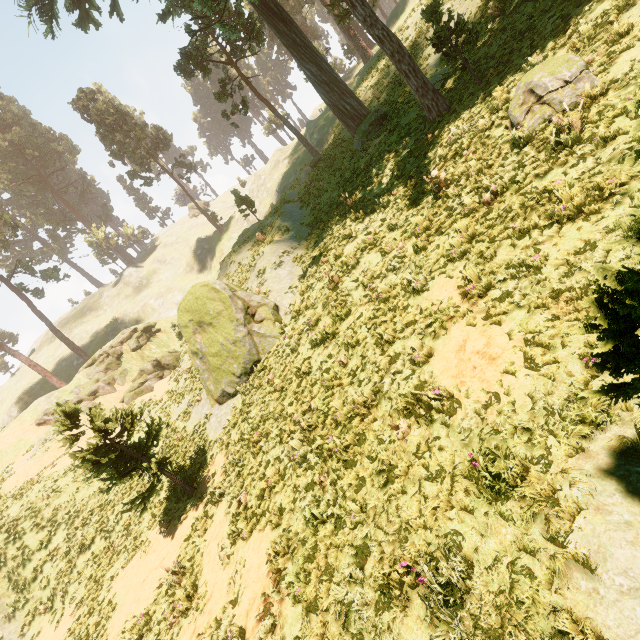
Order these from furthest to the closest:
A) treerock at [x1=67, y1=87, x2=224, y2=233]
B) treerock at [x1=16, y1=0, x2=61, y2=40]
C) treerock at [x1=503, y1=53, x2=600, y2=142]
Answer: treerock at [x1=67, y1=87, x2=224, y2=233] → treerock at [x1=16, y1=0, x2=61, y2=40] → treerock at [x1=503, y1=53, x2=600, y2=142]

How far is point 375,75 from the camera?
28.78m

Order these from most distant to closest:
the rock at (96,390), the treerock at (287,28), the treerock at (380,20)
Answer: the rock at (96,390), the treerock at (287,28), the treerock at (380,20)

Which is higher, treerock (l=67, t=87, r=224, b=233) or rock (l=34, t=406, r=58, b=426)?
treerock (l=67, t=87, r=224, b=233)

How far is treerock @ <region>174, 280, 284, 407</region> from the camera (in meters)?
A: 14.36

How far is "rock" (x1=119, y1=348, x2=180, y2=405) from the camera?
31.2m

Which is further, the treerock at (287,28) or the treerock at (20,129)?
the treerock at (20,129)

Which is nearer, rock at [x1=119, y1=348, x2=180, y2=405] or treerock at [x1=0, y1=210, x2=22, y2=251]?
rock at [x1=119, y1=348, x2=180, y2=405]
